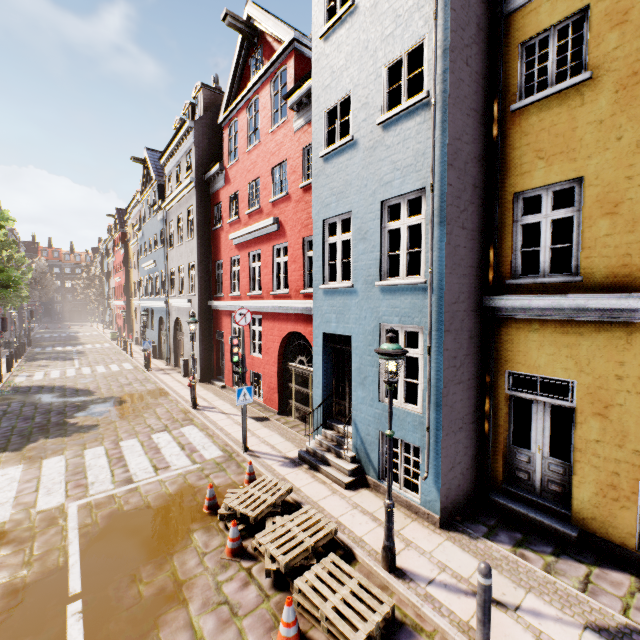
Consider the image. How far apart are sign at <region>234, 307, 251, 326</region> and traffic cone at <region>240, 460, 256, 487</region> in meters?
3.6

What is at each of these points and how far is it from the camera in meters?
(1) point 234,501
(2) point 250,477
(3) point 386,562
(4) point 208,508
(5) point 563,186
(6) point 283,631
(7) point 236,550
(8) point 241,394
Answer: (1) pallet, 6.6
(2) traffic cone, 7.7
(3) street light, 5.1
(4) traffic cone, 6.7
(5) building, 5.9
(6) traffic cone, 4.1
(7) traffic cone, 5.6
(8) sign, 8.9

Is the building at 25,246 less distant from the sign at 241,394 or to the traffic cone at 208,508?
the sign at 241,394

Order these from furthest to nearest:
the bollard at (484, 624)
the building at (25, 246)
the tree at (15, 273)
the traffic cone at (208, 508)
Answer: the building at (25, 246) < the tree at (15, 273) < the traffic cone at (208, 508) < the bollard at (484, 624)

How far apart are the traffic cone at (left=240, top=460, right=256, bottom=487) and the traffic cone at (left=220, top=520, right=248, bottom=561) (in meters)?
1.70

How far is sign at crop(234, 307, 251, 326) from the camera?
9.0m

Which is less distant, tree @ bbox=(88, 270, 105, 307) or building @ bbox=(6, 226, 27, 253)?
building @ bbox=(6, 226, 27, 253)

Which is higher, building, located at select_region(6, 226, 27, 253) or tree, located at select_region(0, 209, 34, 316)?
building, located at select_region(6, 226, 27, 253)
